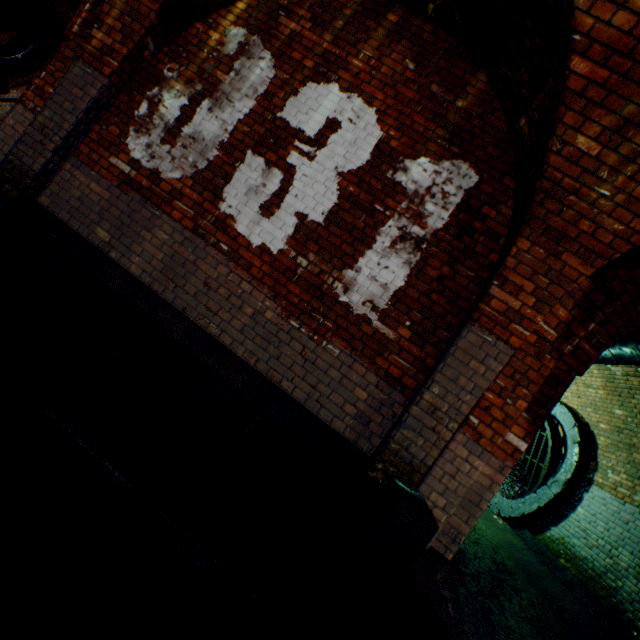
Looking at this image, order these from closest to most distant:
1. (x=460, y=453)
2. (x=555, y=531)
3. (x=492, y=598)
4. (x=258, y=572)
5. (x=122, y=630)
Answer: (x=122, y=630), (x=258, y=572), (x=460, y=453), (x=492, y=598), (x=555, y=531)

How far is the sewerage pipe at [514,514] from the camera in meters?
7.0 m

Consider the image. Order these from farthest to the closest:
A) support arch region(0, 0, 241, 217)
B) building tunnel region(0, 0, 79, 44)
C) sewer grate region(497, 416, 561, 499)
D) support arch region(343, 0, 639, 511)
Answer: building tunnel region(0, 0, 79, 44)
sewer grate region(497, 416, 561, 499)
support arch region(0, 0, 241, 217)
support arch region(343, 0, 639, 511)

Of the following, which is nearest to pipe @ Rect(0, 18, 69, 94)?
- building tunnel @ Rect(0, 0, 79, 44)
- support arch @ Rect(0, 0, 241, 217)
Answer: building tunnel @ Rect(0, 0, 79, 44)

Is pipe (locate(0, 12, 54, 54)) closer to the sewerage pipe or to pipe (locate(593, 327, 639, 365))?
pipe (locate(593, 327, 639, 365))

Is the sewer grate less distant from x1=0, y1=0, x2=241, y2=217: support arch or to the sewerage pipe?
the sewerage pipe

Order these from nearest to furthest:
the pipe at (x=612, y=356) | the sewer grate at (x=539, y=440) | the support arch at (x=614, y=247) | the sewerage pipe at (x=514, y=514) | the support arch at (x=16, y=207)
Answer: the support arch at (x=614, y=247), the support arch at (x=16, y=207), the pipe at (x=612, y=356), the sewerage pipe at (x=514, y=514), the sewer grate at (x=539, y=440)

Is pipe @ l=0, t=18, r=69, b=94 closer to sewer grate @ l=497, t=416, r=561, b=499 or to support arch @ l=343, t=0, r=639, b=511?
support arch @ l=343, t=0, r=639, b=511
